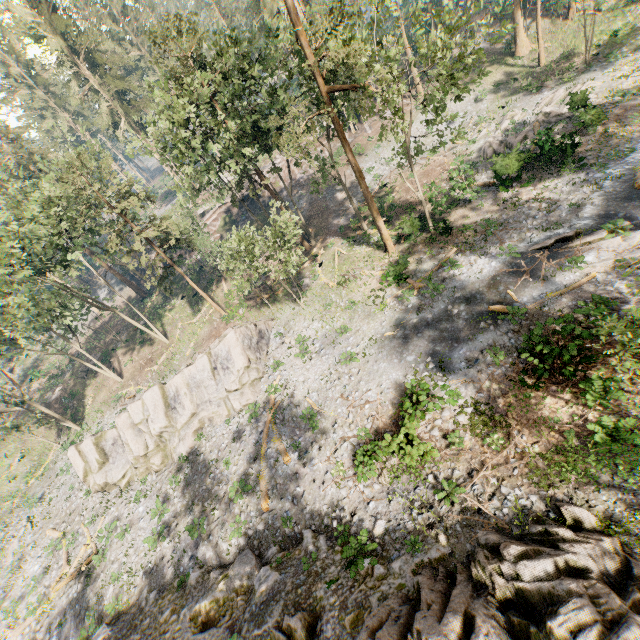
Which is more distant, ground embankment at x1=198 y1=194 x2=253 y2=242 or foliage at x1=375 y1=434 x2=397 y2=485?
ground embankment at x1=198 y1=194 x2=253 y2=242

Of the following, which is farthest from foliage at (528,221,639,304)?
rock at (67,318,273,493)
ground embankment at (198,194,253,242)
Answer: rock at (67,318,273,493)

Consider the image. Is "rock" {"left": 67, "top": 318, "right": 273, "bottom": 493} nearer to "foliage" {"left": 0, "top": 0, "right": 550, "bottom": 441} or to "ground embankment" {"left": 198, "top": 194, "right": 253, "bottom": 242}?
"foliage" {"left": 0, "top": 0, "right": 550, "bottom": 441}

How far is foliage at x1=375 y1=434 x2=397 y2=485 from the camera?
15.12m

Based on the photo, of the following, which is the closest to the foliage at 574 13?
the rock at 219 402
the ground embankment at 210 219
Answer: the ground embankment at 210 219

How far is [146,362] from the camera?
37.7m
